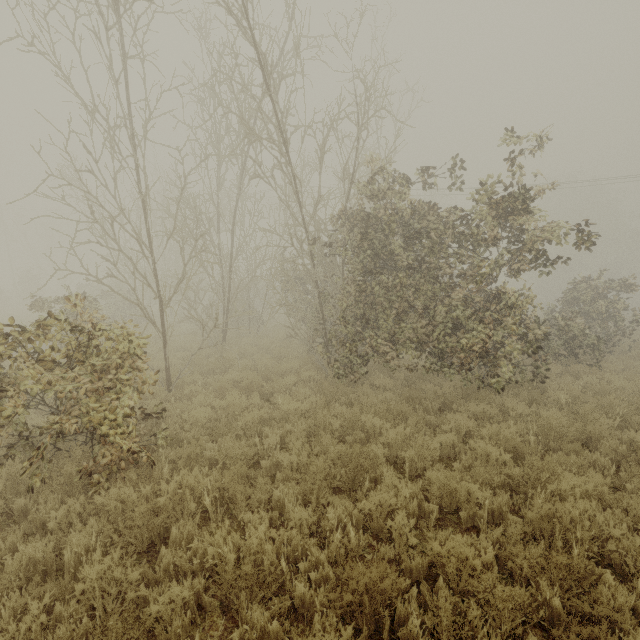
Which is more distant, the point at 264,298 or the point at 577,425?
the point at 264,298
